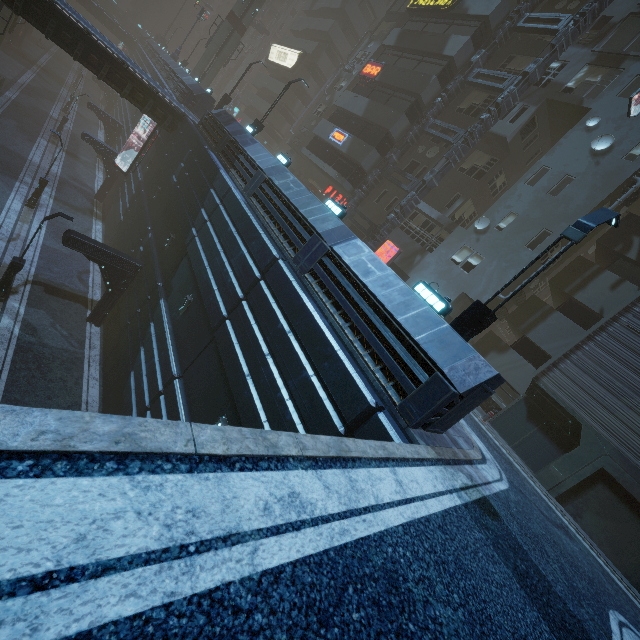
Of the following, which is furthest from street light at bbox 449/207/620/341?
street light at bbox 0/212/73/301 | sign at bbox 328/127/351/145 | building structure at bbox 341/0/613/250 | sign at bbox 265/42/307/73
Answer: sign at bbox 265/42/307/73

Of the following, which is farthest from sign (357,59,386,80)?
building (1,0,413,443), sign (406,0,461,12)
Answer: sign (406,0,461,12)

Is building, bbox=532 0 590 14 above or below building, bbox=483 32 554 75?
above

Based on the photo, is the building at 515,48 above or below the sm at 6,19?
above

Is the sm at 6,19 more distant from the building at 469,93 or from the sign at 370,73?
Result: the sign at 370,73

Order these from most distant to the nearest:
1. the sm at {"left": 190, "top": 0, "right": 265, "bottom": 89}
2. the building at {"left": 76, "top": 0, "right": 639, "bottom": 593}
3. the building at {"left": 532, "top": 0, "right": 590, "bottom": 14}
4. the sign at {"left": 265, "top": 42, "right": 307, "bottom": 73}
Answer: the sign at {"left": 265, "top": 42, "right": 307, "bottom": 73}, the sm at {"left": 190, "top": 0, "right": 265, "bottom": 89}, the building at {"left": 532, "top": 0, "right": 590, "bottom": 14}, the building at {"left": 76, "top": 0, "right": 639, "bottom": 593}

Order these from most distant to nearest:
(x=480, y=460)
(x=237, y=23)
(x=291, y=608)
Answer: (x=237, y=23) → (x=480, y=460) → (x=291, y=608)

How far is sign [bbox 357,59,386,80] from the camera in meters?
26.5 m
